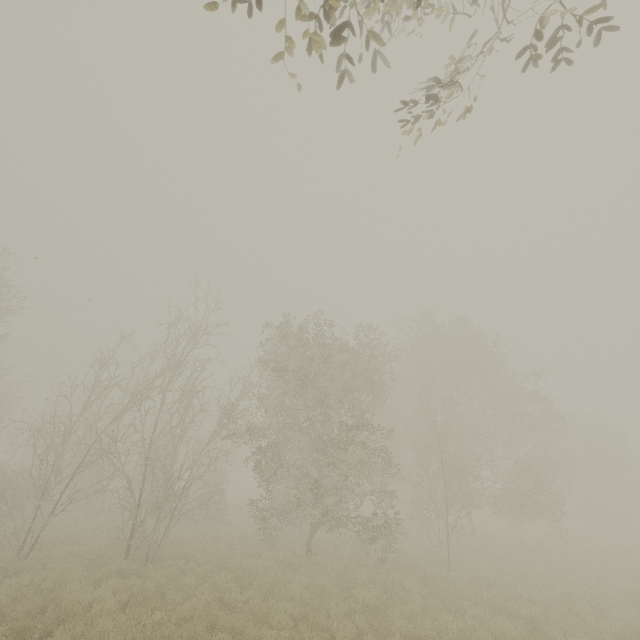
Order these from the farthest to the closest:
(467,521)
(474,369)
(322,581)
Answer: (467,521), (474,369), (322,581)
